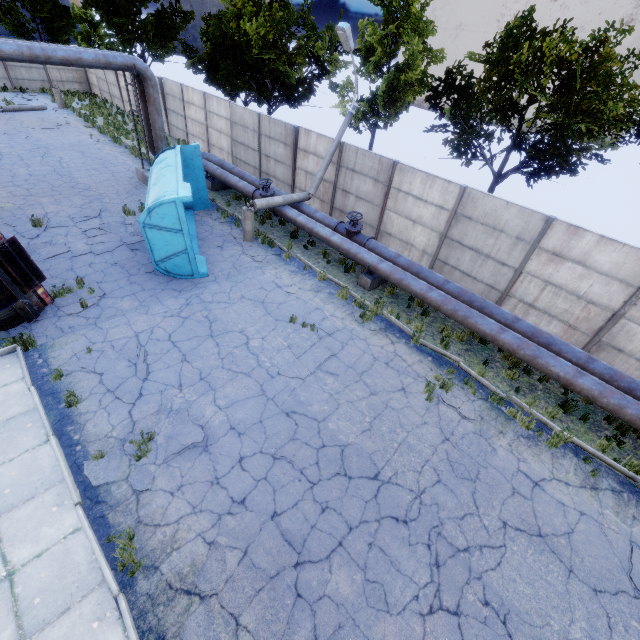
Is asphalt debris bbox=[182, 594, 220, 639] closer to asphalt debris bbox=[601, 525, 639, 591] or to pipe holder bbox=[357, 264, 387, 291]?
asphalt debris bbox=[601, 525, 639, 591]

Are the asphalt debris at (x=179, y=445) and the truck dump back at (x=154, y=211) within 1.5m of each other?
no

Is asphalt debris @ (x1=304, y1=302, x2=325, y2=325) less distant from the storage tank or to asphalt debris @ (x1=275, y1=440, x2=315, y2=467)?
asphalt debris @ (x1=275, y1=440, x2=315, y2=467)

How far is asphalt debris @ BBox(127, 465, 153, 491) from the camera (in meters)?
5.88

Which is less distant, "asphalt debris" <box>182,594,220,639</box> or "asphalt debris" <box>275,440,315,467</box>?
"asphalt debris" <box>182,594,220,639</box>

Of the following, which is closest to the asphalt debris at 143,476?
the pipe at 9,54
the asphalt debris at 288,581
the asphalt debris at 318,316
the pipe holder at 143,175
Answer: the asphalt debris at 288,581

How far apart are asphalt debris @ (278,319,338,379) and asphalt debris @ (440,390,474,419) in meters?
2.6

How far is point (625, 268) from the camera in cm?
890
